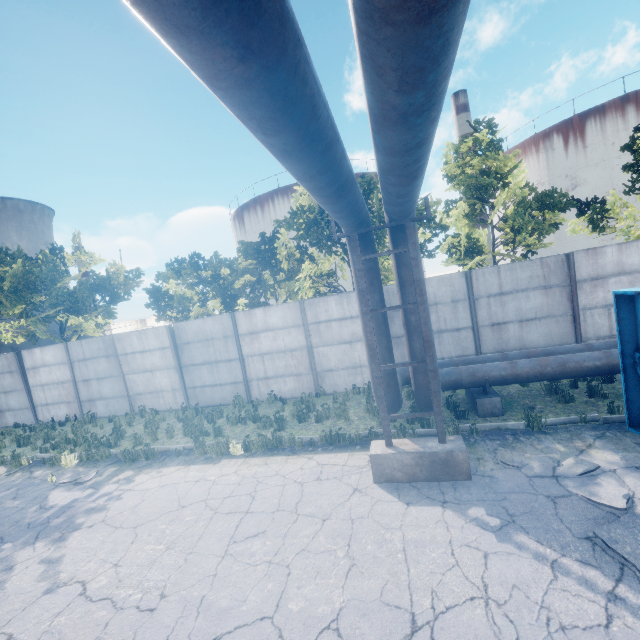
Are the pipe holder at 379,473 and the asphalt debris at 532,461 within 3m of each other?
yes

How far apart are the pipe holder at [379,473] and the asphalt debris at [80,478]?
7.6 meters

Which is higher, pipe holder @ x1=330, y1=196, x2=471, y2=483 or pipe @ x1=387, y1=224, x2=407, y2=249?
pipe @ x1=387, y1=224, x2=407, y2=249

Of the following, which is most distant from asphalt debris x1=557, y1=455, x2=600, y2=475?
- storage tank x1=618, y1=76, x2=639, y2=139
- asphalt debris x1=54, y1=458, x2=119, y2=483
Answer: storage tank x1=618, y1=76, x2=639, y2=139

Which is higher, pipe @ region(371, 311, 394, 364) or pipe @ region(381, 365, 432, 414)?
pipe @ region(371, 311, 394, 364)

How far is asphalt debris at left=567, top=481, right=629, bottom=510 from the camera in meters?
4.6 m

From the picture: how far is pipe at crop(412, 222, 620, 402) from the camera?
7.3m

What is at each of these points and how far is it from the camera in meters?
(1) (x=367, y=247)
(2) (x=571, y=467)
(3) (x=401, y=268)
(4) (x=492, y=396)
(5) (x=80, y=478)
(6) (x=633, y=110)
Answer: (1) pipe, 6.4 m
(2) asphalt debris, 5.6 m
(3) pipe, 6.4 m
(4) pipe holder, 8.0 m
(5) asphalt debris, 8.7 m
(6) storage tank, 59.1 m
